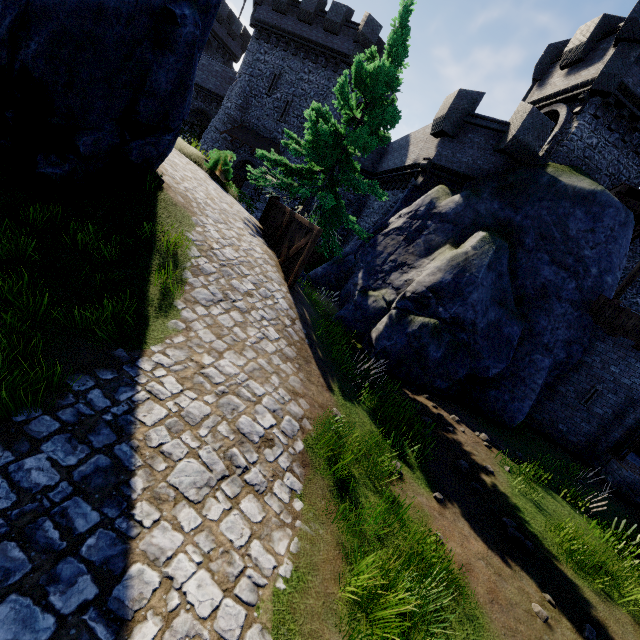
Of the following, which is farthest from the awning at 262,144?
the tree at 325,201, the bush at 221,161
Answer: the tree at 325,201

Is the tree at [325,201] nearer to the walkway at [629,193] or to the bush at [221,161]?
the bush at [221,161]

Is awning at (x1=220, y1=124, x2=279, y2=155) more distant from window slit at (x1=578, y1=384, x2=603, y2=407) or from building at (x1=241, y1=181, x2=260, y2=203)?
window slit at (x1=578, y1=384, x2=603, y2=407)

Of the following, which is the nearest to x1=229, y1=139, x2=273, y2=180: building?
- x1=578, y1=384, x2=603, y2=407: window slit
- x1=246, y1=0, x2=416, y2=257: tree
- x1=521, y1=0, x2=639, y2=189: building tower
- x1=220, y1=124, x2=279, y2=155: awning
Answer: x1=220, y1=124, x2=279, y2=155: awning

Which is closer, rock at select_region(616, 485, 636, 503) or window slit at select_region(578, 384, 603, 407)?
rock at select_region(616, 485, 636, 503)

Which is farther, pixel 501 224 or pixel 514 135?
pixel 514 135

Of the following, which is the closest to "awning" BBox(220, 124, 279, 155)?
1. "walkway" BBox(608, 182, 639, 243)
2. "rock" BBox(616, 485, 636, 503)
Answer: "walkway" BBox(608, 182, 639, 243)

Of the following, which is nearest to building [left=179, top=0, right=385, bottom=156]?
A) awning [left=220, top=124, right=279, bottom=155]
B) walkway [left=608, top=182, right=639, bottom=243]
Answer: awning [left=220, top=124, right=279, bottom=155]
